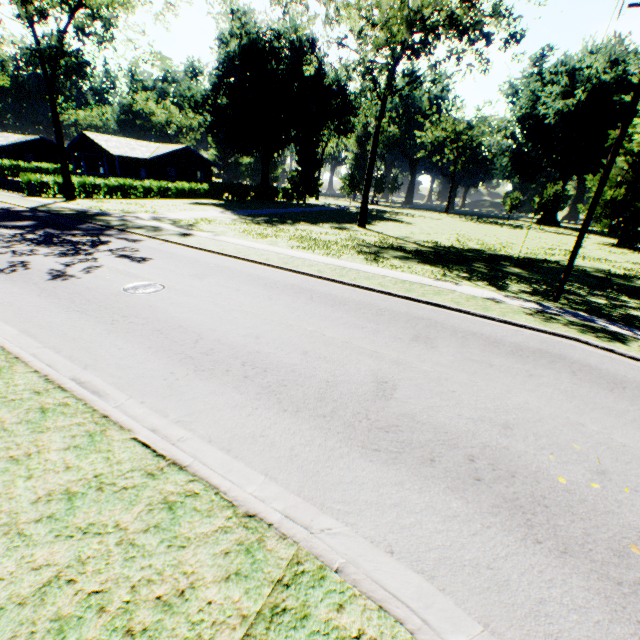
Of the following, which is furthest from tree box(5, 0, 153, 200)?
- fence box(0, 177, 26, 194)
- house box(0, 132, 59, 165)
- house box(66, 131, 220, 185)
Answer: house box(0, 132, 59, 165)

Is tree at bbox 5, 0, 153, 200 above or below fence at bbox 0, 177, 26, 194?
above

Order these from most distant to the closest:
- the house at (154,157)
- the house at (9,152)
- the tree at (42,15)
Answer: the house at (9,152) → the house at (154,157) → the tree at (42,15)

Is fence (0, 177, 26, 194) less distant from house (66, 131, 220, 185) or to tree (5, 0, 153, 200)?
tree (5, 0, 153, 200)

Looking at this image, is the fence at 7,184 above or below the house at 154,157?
below

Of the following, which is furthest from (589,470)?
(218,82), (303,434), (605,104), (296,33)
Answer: (605,104)

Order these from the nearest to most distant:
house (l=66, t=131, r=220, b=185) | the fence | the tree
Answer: the tree < the fence < house (l=66, t=131, r=220, b=185)

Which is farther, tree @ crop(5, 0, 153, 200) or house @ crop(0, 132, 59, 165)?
house @ crop(0, 132, 59, 165)
